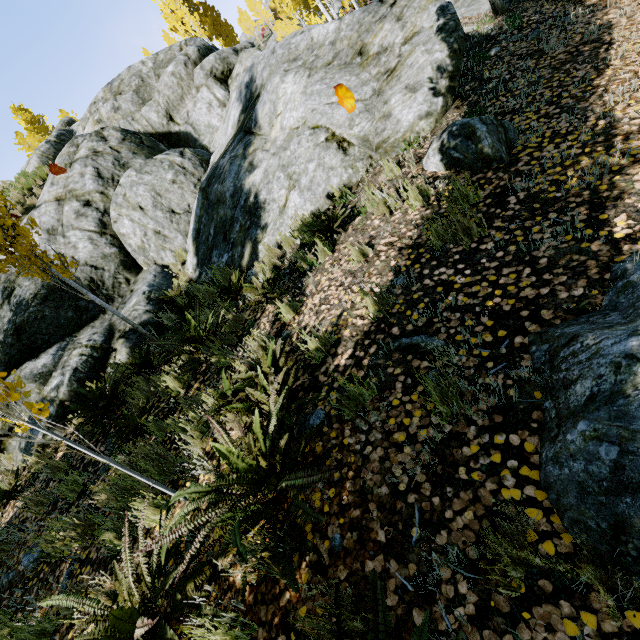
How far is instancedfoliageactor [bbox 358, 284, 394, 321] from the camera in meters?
3.0

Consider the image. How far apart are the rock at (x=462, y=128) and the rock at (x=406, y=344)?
2.38m

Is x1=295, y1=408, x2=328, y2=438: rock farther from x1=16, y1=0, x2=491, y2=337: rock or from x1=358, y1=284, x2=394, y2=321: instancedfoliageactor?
x1=16, y1=0, x2=491, y2=337: rock

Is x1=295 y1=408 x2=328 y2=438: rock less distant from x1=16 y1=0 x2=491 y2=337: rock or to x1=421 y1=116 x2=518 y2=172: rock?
x1=421 y1=116 x2=518 y2=172: rock

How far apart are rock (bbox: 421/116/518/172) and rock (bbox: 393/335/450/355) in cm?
238

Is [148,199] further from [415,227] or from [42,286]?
[415,227]

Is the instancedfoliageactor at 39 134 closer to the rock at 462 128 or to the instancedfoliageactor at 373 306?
the instancedfoliageactor at 373 306

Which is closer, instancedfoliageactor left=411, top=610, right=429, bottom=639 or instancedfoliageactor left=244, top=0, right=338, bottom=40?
instancedfoliageactor left=411, top=610, right=429, bottom=639
